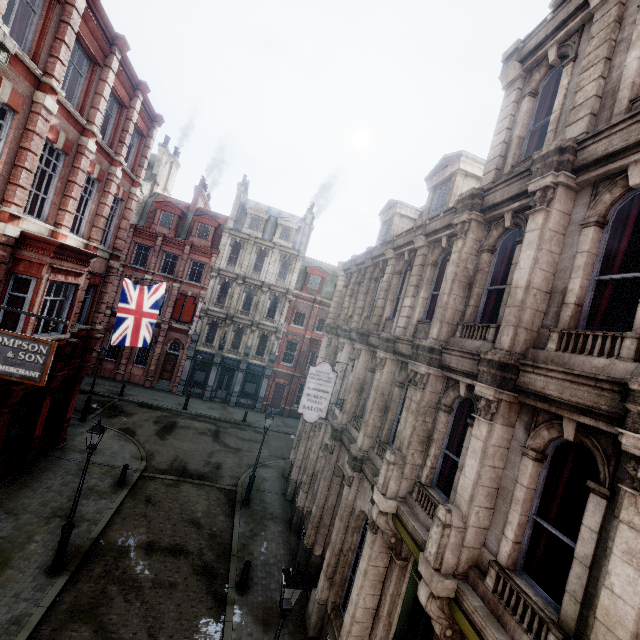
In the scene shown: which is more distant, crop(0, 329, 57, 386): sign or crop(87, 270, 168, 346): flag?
crop(87, 270, 168, 346): flag

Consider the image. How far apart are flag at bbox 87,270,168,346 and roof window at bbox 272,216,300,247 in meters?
18.7 m

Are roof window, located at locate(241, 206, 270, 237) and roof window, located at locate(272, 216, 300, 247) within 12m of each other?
yes

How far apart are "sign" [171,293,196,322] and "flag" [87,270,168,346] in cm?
1477

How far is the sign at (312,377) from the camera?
12.9 meters

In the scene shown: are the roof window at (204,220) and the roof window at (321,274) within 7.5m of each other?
no

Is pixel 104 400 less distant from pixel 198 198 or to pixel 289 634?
pixel 198 198

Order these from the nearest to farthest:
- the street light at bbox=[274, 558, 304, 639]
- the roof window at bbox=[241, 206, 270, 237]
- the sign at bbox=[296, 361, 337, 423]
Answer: the street light at bbox=[274, 558, 304, 639]
the sign at bbox=[296, 361, 337, 423]
the roof window at bbox=[241, 206, 270, 237]
